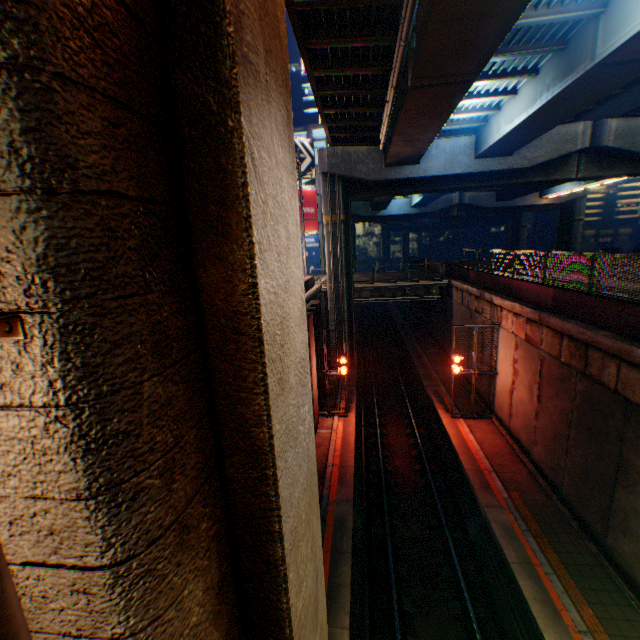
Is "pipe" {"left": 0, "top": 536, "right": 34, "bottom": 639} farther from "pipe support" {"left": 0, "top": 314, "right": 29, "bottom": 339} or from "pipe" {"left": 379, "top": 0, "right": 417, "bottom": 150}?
"pipe" {"left": 379, "top": 0, "right": 417, "bottom": 150}

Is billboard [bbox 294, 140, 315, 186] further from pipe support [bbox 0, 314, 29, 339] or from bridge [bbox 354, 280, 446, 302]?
pipe support [bbox 0, 314, 29, 339]

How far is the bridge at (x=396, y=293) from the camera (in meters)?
24.47

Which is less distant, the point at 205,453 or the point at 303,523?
the point at 205,453

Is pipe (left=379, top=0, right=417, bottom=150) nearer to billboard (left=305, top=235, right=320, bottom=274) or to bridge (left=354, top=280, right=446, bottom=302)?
bridge (left=354, top=280, right=446, bottom=302)

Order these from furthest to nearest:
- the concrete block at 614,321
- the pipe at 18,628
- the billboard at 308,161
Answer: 1. the billboard at 308,161
2. the concrete block at 614,321
3. the pipe at 18,628

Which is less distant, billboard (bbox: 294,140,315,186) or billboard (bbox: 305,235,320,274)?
billboard (bbox: 294,140,315,186)

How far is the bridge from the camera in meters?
24.5
